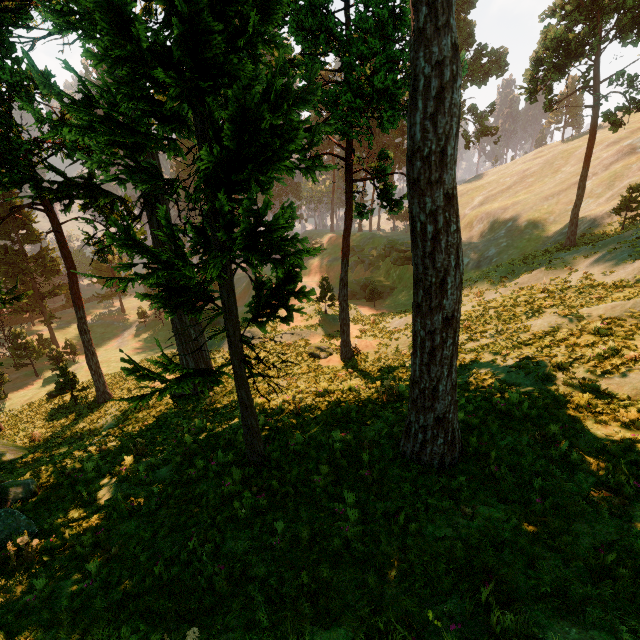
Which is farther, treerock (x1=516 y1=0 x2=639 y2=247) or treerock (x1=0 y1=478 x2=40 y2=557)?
treerock (x1=516 y1=0 x2=639 y2=247)

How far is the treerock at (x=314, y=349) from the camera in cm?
2083

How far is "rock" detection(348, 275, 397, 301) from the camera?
44.8m

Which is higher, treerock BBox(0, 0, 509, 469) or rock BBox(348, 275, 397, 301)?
treerock BBox(0, 0, 509, 469)

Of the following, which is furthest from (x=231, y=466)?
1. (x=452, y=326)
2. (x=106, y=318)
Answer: (x=106, y=318)

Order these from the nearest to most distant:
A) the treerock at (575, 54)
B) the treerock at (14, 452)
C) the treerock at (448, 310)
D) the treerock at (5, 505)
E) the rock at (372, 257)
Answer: the treerock at (448, 310), the treerock at (5, 505), the treerock at (14, 452), the treerock at (575, 54), the rock at (372, 257)

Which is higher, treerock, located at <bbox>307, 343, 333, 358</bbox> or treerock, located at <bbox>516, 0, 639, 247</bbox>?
treerock, located at <bbox>516, 0, 639, 247</bbox>

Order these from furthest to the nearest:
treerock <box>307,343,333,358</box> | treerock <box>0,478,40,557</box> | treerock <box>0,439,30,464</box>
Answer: treerock <box>307,343,333,358</box> → treerock <box>0,439,30,464</box> → treerock <box>0,478,40,557</box>
